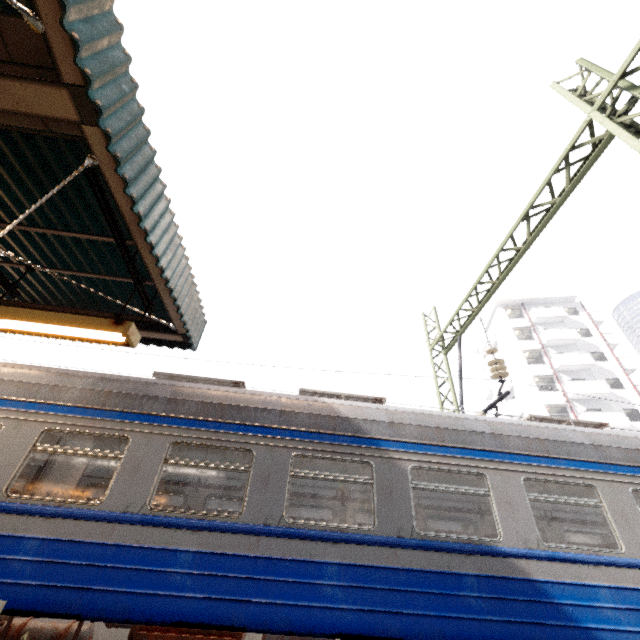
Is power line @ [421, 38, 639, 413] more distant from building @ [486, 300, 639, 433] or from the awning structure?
building @ [486, 300, 639, 433]

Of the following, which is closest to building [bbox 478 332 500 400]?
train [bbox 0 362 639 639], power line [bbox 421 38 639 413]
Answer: train [bbox 0 362 639 639]

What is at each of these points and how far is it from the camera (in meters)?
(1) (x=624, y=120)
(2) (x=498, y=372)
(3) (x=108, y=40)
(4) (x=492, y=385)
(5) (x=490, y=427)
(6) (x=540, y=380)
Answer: (1) power line, 5.29
(2) power line, 8.11
(3) awning structure, 3.08
(4) building, 36.75
(5) train, 5.32
(6) building, 31.00

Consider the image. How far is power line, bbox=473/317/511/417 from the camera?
7.8m

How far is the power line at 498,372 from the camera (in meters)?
7.76

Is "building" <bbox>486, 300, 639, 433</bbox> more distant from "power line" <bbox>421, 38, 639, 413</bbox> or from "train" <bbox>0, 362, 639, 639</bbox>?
"power line" <bbox>421, 38, 639, 413</bbox>

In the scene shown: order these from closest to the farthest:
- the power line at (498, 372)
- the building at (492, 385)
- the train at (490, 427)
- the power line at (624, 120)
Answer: the train at (490, 427) → the power line at (624, 120) → the power line at (498, 372) → the building at (492, 385)

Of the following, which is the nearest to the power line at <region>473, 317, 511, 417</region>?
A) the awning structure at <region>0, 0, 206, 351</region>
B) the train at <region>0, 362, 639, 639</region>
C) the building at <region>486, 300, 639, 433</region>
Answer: the train at <region>0, 362, 639, 639</region>
